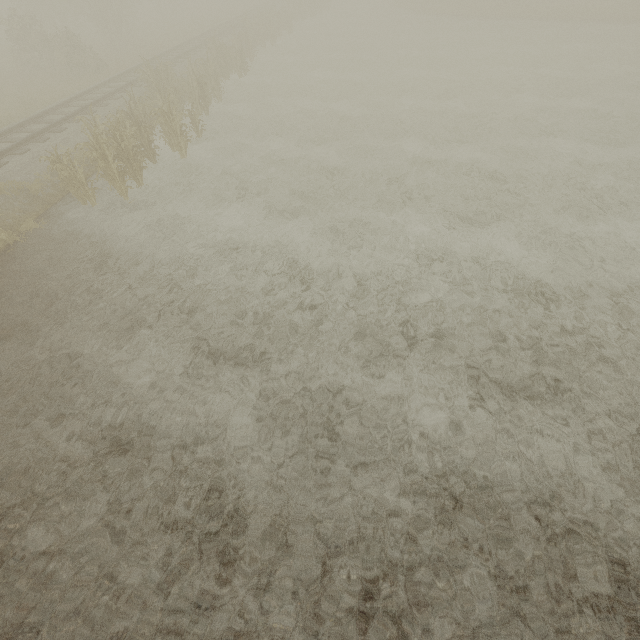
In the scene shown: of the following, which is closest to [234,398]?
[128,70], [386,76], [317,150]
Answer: [317,150]
